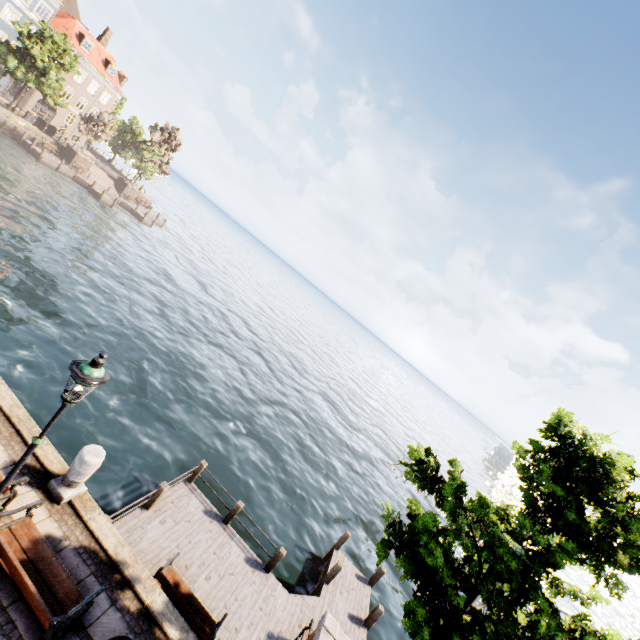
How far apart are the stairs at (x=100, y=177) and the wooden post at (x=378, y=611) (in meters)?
55.93

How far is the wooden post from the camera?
11.2 meters

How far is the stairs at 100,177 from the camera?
45.05m

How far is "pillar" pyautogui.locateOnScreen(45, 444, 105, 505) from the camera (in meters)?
6.33

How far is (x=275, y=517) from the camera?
14.06m

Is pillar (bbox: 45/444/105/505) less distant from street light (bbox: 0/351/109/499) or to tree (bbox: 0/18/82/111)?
street light (bbox: 0/351/109/499)

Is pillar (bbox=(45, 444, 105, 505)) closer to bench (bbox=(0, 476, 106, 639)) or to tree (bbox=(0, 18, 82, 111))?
bench (bbox=(0, 476, 106, 639))

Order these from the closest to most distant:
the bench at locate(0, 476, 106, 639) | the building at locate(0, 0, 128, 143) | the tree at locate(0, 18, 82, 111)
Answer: the bench at locate(0, 476, 106, 639), the tree at locate(0, 18, 82, 111), the building at locate(0, 0, 128, 143)
